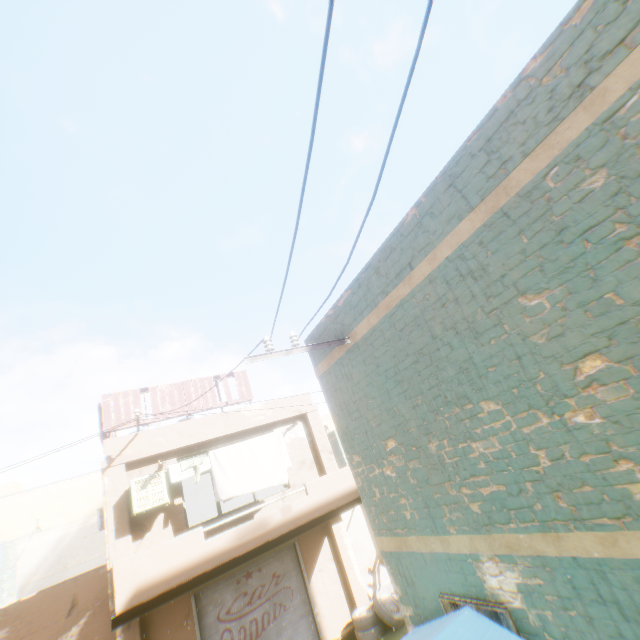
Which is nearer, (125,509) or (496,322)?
(496,322)

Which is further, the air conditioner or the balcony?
the air conditioner

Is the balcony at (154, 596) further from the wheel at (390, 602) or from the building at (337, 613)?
the wheel at (390, 602)

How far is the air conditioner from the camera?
8.3 meters

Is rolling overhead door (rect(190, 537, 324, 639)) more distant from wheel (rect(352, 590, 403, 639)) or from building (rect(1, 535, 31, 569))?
wheel (rect(352, 590, 403, 639))

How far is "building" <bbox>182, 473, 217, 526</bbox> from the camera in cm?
1756

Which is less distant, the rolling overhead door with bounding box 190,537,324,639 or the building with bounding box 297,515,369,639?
the rolling overhead door with bounding box 190,537,324,639

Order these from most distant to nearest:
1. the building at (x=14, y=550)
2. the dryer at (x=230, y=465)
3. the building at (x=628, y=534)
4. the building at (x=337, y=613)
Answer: the building at (x=14, y=550) → the building at (x=337, y=613) → the dryer at (x=230, y=465) → the building at (x=628, y=534)
